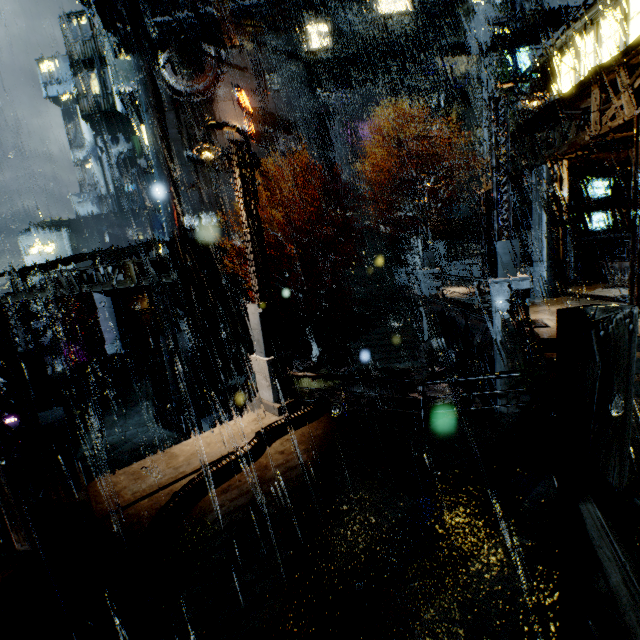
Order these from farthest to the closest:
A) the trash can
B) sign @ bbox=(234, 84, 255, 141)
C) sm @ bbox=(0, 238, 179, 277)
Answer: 1. sign @ bbox=(234, 84, 255, 141)
2. the trash can
3. sm @ bbox=(0, 238, 179, 277)

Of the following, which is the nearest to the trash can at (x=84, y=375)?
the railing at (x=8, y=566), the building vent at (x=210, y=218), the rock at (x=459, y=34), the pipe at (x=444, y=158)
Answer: the railing at (x=8, y=566)

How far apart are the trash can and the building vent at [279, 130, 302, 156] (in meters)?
31.67

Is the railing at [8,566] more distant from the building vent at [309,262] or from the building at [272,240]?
the building vent at [309,262]

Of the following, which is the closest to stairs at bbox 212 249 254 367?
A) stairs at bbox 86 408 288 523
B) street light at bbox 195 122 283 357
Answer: stairs at bbox 86 408 288 523

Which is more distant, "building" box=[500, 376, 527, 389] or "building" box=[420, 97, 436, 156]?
"building" box=[420, 97, 436, 156]

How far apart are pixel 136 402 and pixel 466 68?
46.6 meters

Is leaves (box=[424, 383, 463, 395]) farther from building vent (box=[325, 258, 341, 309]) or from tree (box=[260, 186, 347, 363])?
building vent (box=[325, 258, 341, 309])
